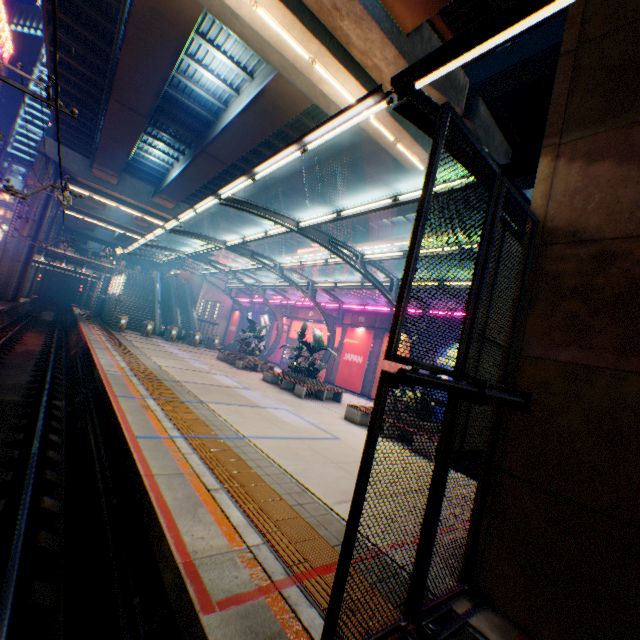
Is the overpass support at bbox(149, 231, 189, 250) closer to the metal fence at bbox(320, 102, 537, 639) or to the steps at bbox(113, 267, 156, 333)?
the metal fence at bbox(320, 102, 537, 639)

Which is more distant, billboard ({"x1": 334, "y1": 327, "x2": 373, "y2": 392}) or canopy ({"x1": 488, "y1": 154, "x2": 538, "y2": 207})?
billboard ({"x1": 334, "y1": 327, "x2": 373, "y2": 392})

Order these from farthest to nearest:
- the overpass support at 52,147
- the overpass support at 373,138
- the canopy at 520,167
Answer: the overpass support at 52,147 → the overpass support at 373,138 → the canopy at 520,167

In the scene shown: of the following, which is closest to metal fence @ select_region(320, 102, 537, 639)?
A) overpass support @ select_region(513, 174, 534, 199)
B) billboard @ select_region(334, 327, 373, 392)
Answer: billboard @ select_region(334, 327, 373, 392)

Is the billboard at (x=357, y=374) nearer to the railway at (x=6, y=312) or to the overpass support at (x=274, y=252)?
the overpass support at (x=274, y=252)

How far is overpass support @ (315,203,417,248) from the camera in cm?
2459

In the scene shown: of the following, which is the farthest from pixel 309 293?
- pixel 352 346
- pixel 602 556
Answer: pixel 602 556

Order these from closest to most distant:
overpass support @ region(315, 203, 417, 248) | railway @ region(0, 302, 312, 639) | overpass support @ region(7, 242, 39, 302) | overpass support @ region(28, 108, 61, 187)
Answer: railway @ region(0, 302, 312, 639) → overpass support @ region(315, 203, 417, 248) → overpass support @ region(28, 108, 61, 187) → overpass support @ region(7, 242, 39, 302)
